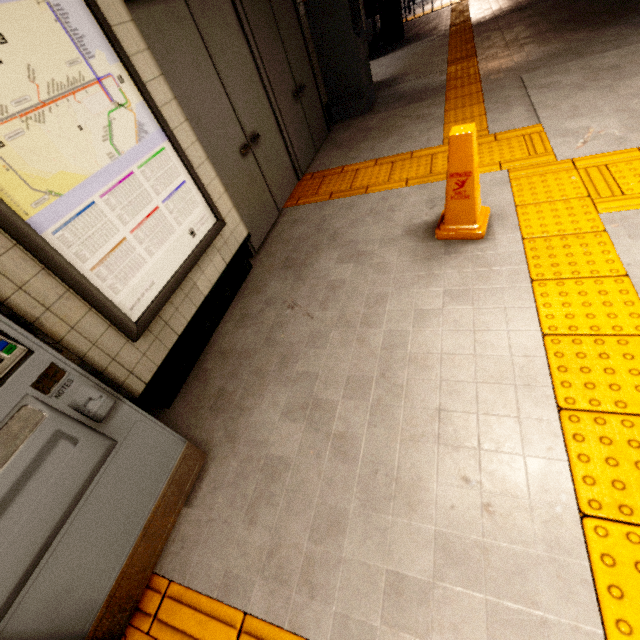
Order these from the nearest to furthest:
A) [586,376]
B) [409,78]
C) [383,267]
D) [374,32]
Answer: [586,376] < [383,267] < [409,78] < [374,32]

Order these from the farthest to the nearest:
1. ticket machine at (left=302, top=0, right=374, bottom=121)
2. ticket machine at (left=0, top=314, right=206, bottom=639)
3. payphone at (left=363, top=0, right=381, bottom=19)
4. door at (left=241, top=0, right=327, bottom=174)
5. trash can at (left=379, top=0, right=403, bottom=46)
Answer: trash can at (left=379, top=0, right=403, bottom=46), payphone at (left=363, top=0, right=381, bottom=19), ticket machine at (left=302, top=0, right=374, bottom=121), door at (left=241, top=0, right=327, bottom=174), ticket machine at (left=0, top=314, right=206, bottom=639)

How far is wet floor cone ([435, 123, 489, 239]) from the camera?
2.19m

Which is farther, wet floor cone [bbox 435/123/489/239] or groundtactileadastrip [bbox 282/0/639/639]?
wet floor cone [bbox 435/123/489/239]

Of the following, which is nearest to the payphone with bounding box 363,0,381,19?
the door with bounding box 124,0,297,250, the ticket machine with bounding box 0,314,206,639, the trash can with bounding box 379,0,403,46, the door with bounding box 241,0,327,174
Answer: the trash can with bounding box 379,0,403,46

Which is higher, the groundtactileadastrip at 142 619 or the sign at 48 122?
the sign at 48 122

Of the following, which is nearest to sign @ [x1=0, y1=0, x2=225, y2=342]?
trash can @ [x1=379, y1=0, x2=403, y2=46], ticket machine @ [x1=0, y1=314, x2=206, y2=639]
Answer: ticket machine @ [x1=0, y1=314, x2=206, y2=639]

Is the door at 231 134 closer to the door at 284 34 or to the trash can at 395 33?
the door at 284 34
